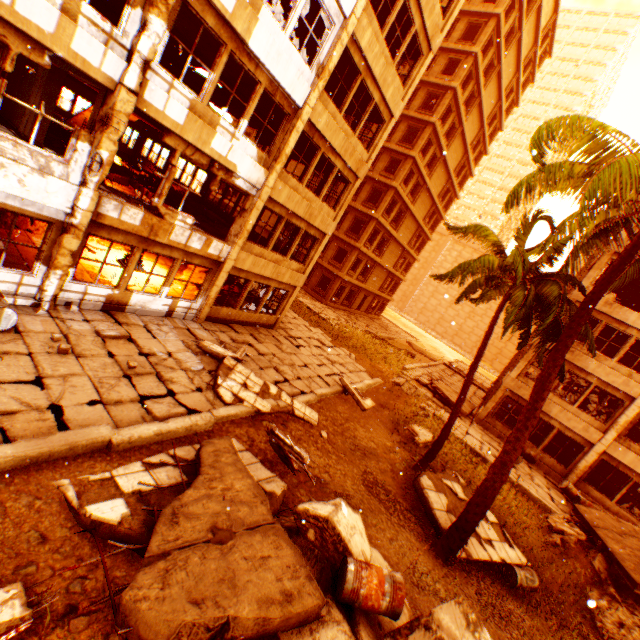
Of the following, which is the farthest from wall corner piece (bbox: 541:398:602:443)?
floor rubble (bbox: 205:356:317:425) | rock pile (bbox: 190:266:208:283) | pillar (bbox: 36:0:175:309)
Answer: rock pile (bbox: 190:266:208:283)

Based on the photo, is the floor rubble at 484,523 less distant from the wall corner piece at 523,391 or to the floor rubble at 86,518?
the floor rubble at 86,518

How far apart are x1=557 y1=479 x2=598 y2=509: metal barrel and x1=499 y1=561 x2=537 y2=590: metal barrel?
7.7m

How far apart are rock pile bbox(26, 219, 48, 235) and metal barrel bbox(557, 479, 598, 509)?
24.2m

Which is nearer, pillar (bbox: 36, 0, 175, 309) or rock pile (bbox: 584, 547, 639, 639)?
pillar (bbox: 36, 0, 175, 309)

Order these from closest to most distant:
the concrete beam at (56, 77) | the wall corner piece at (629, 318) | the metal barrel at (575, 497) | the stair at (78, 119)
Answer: the concrete beam at (56, 77) → the metal barrel at (575, 497) → the wall corner piece at (629, 318) → the stair at (78, 119)

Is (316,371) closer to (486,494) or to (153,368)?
(153,368)

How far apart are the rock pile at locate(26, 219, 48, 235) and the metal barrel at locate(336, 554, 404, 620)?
14.1m
